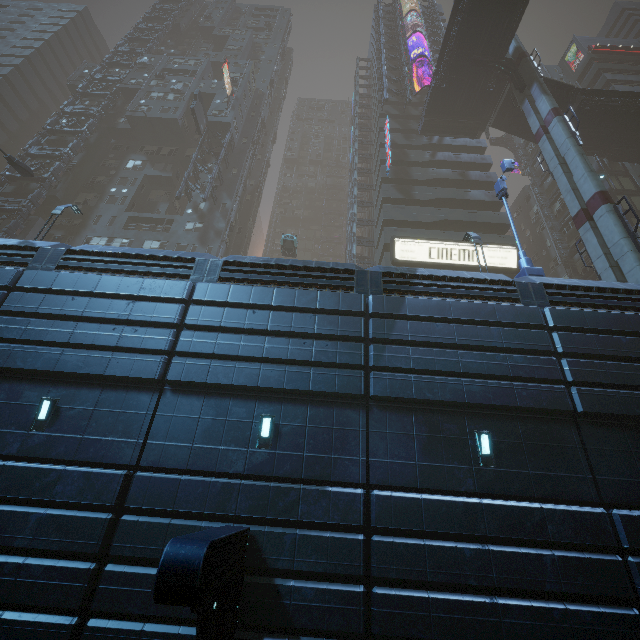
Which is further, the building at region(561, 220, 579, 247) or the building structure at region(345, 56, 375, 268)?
the building at region(561, 220, 579, 247)

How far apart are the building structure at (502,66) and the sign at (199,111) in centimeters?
2626cm

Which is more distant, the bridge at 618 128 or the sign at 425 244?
the bridge at 618 128

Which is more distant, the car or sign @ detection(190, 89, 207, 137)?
sign @ detection(190, 89, 207, 137)

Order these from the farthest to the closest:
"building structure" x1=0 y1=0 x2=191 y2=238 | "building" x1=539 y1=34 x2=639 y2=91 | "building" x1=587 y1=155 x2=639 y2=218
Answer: "building" x1=539 y1=34 x2=639 y2=91 < "building" x1=587 y1=155 x2=639 y2=218 < "building structure" x1=0 y1=0 x2=191 y2=238

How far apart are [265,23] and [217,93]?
30.3m

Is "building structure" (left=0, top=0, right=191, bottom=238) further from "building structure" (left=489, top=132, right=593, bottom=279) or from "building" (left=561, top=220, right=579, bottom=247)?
"building structure" (left=489, top=132, right=593, bottom=279)

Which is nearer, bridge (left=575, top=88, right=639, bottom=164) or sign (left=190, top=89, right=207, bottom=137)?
bridge (left=575, top=88, right=639, bottom=164)
